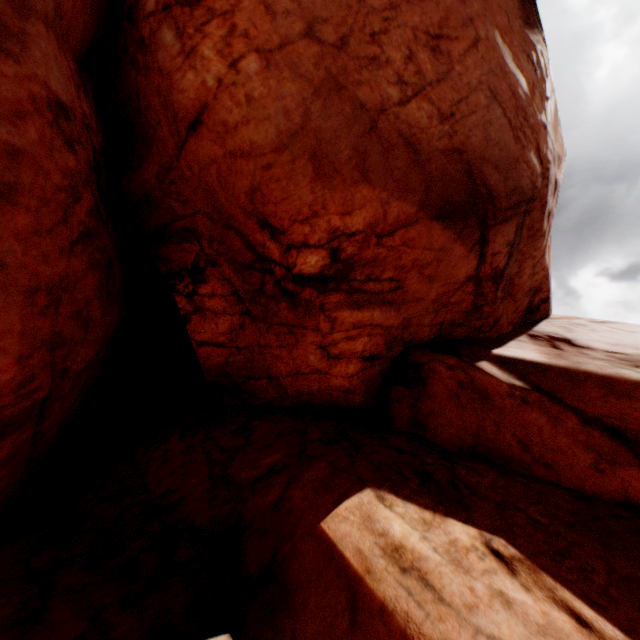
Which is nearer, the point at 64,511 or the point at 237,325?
the point at 64,511
